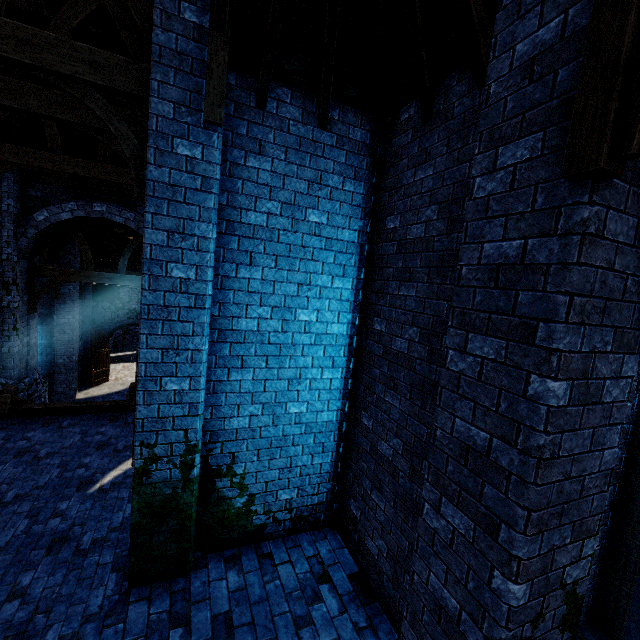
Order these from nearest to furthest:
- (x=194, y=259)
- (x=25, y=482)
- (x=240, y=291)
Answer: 1. (x=194, y=259)
2. (x=240, y=291)
3. (x=25, y=482)

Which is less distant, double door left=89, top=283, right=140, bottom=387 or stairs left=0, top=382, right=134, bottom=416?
stairs left=0, top=382, right=134, bottom=416

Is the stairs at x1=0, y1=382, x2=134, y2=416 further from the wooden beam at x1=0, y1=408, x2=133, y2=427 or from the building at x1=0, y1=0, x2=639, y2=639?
the building at x1=0, y1=0, x2=639, y2=639

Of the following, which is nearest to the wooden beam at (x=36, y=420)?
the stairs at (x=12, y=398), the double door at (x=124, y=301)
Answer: the stairs at (x=12, y=398)

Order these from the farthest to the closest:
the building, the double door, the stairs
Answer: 1. the double door
2. the stairs
3. the building

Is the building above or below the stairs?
above

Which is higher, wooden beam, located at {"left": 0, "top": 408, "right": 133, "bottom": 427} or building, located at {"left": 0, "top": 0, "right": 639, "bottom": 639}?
building, located at {"left": 0, "top": 0, "right": 639, "bottom": 639}

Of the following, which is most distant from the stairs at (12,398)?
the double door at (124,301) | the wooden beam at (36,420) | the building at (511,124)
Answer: the double door at (124,301)
